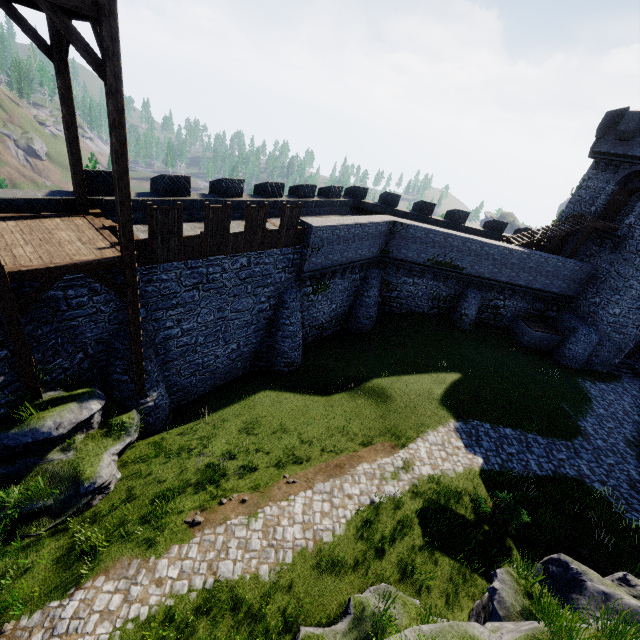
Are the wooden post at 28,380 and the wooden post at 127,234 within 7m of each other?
yes

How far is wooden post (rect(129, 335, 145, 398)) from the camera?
11.44m

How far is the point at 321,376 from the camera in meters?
19.8 m

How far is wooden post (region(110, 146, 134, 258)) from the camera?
8.38m

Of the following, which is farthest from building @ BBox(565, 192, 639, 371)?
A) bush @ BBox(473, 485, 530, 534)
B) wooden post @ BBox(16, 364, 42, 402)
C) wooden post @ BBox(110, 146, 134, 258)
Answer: wooden post @ BBox(16, 364, 42, 402)

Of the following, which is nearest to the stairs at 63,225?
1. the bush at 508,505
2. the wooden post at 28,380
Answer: the wooden post at 28,380

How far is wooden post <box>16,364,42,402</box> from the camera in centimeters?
926cm

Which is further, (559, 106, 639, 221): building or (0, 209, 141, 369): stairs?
(559, 106, 639, 221): building
